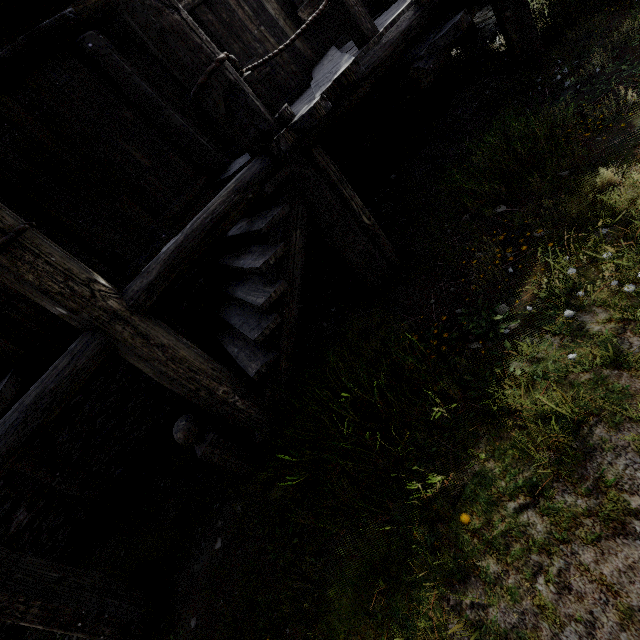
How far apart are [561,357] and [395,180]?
4.5m
